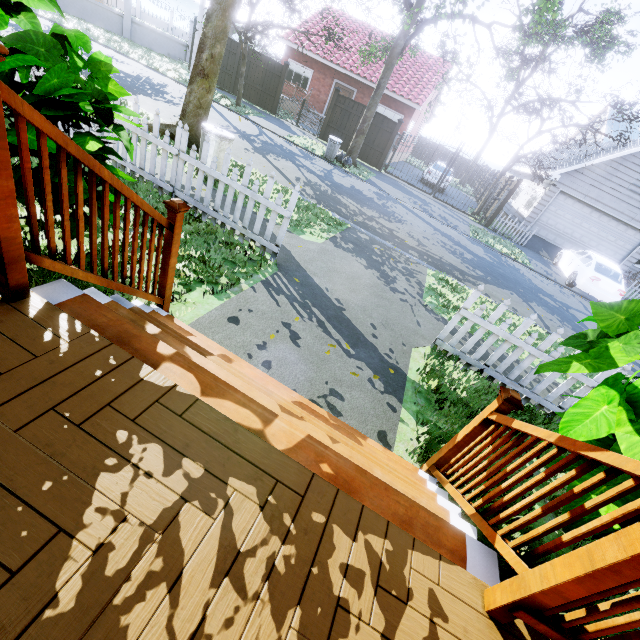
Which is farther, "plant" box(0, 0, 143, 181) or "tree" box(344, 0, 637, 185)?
"tree" box(344, 0, 637, 185)

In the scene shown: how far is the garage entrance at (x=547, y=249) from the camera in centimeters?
1742cm

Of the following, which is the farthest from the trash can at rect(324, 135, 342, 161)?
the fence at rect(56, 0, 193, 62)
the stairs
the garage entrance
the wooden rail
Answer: the wooden rail

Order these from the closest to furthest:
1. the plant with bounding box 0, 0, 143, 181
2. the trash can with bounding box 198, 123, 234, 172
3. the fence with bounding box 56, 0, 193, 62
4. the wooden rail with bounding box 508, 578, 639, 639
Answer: the wooden rail with bounding box 508, 578, 639, 639
the plant with bounding box 0, 0, 143, 181
the trash can with bounding box 198, 123, 234, 172
the fence with bounding box 56, 0, 193, 62

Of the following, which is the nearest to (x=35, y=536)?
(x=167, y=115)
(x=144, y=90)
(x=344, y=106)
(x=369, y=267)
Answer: (x=369, y=267)

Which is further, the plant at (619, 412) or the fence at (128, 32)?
the fence at (128, 32)

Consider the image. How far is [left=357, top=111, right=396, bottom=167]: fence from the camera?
16.9m
